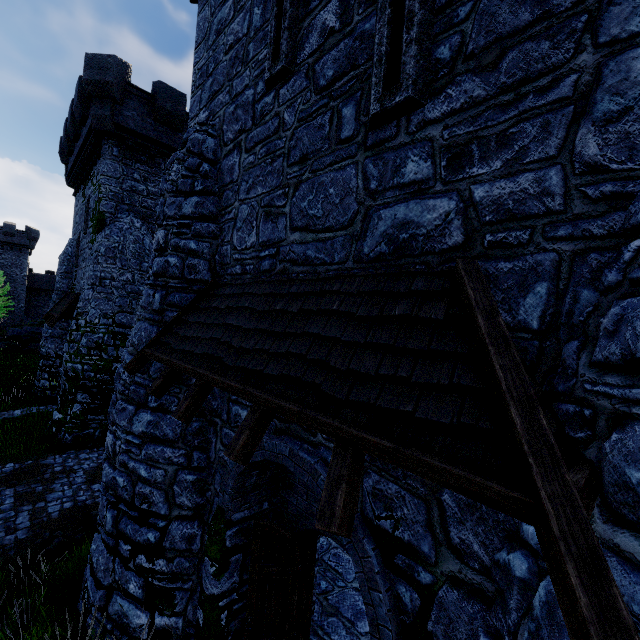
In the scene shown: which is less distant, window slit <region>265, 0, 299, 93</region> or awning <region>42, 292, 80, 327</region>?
window slit <region>265, 0, 299, 93</region>

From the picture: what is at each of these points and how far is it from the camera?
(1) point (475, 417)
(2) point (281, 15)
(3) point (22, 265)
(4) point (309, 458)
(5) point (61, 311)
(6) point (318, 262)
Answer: (1) awning, 1.78m
(2) window slit, 4.82m
(3) building, 50.34m
(4) building, 3.77m
(5) awning, 15.52m
(6) building, 3.96m

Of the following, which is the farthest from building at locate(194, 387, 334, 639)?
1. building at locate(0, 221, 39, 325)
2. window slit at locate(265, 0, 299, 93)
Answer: building at locate(0, 221, 39, 325)

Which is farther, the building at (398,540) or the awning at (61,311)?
the awning at (61,311)

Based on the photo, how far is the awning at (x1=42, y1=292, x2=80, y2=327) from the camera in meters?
15.4

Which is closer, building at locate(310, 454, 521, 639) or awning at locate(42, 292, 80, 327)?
building at locate(310, 454, 521, 639)

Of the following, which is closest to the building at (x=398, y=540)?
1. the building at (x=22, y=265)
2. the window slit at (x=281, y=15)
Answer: the window slit at (x=281, y=15)
